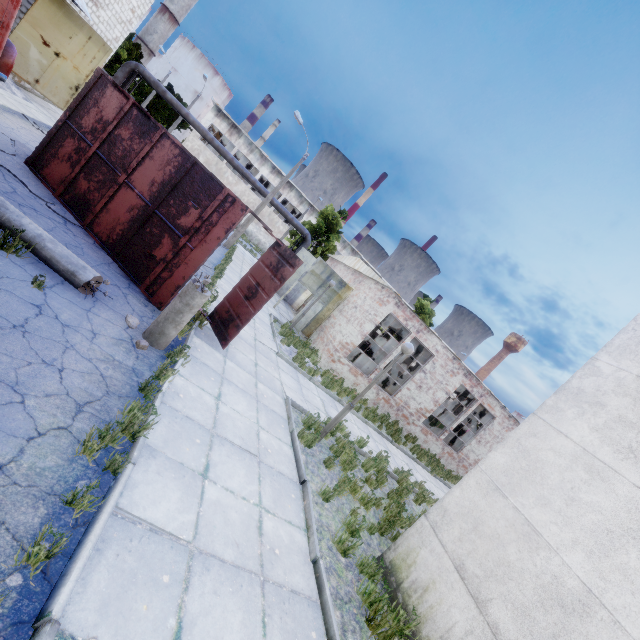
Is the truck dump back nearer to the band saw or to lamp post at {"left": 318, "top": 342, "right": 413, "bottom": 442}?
lamp post at {"left": 318, "top": 342, "right": 413, "bottom": 442}

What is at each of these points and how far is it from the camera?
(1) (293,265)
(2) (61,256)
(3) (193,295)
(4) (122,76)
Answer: (1) truck dump back, 8.0 meters
(2) lamp post, 5.5 meters
(3) lamp post, 5.9 meters
(4) pipe, 21.8 meters

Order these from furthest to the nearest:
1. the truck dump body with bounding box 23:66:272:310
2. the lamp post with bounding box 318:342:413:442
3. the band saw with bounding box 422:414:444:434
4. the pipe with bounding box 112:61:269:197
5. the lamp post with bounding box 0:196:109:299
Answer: the pipe with bounding box 112:61:269:197, the band saw with bounding box 422:414:444:434, the lamp post with bounding box 318:342:413:442, the truck dump body with bounding box 23:66:272:310, the lamp post with bounding box 0:196:109:299

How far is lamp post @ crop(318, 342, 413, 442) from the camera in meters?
7.9

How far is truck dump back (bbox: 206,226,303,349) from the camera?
8.1m

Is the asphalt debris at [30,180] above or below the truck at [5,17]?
below

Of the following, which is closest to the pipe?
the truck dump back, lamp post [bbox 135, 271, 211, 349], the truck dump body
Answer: the truck dump body

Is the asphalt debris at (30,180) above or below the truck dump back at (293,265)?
below
